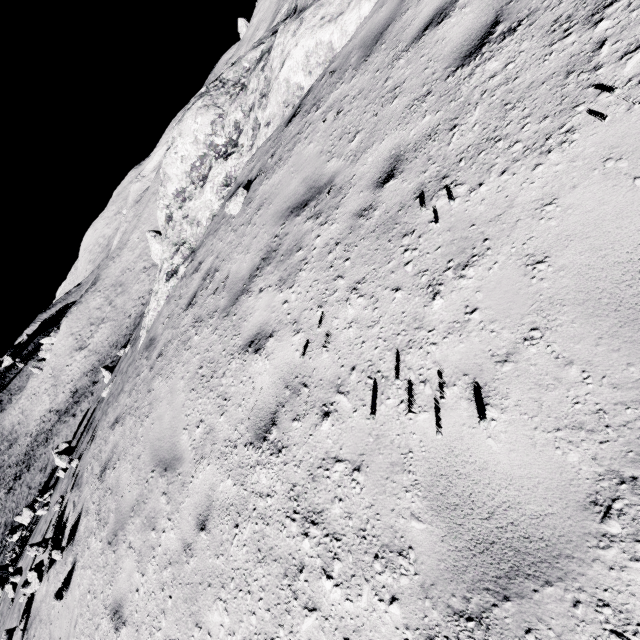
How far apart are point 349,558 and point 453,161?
3.1m

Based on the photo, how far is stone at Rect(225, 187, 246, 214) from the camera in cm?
627

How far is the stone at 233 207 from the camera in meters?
6.3 m
